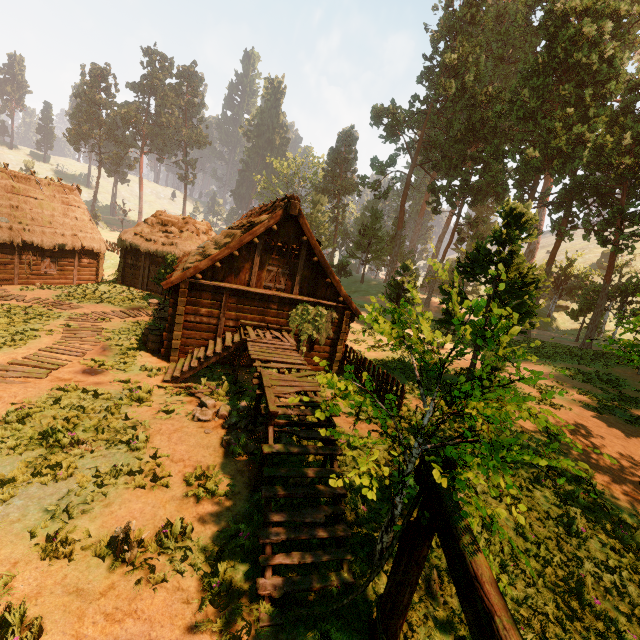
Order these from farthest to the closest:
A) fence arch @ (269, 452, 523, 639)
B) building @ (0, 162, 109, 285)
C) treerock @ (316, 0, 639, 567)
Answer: building @ (0, 162, 109, 285) → treerock @ (316, 0, 639, 567) → fence arch @ (269, 452, 523, 639)

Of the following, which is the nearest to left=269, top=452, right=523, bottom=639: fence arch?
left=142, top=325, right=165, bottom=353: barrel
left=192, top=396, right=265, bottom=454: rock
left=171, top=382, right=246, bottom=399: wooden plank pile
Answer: left=192, top=396, right=265, bottom=454: rock

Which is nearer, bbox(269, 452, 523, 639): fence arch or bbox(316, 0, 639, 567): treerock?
bbox(269, 452, 523, 639): fence arch

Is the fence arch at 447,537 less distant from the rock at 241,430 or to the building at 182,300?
the building at 182,300

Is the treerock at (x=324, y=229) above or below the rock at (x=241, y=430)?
above

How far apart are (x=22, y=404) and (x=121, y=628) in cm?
677

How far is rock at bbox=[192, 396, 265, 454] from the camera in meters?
8.3

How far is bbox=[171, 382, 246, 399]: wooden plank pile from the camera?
10.9 meters
